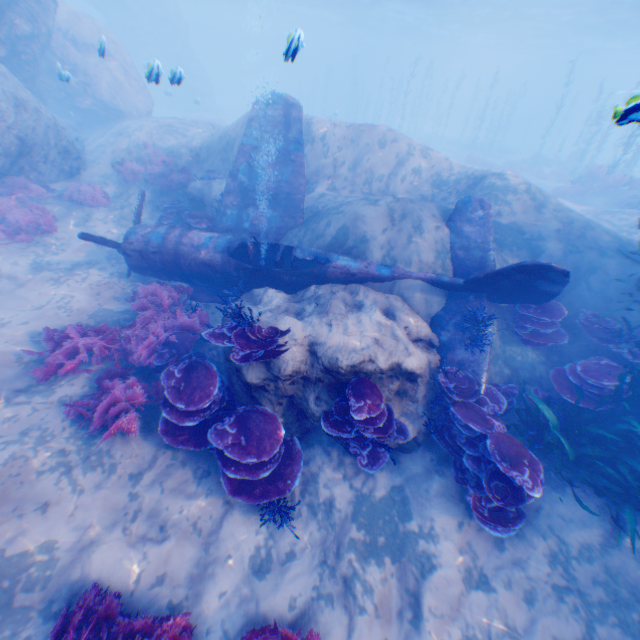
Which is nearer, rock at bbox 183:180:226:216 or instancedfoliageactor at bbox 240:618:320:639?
instancedfoliageactor at bbox 240:618:320:639

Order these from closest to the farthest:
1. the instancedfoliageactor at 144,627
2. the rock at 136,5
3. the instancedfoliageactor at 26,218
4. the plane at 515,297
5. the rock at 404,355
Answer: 1. the instancedfoliageactor at 144,627
2. the rock at 404,355
3. the plane at 515,297
4. the instancedfoliageactor at 26,218
5. the rock at 136,5

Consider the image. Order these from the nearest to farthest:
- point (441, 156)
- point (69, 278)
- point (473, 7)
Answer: point (69, 278) < point (441, 156) < point (473, 7)

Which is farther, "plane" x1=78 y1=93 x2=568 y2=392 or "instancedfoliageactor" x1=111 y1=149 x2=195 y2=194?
"instancedfoliageactor" x1=111 y1=149 x2=195 y2=194

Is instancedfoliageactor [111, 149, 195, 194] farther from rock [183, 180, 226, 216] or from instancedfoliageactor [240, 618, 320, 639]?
instancedfoliageactor [240, 618, 320, 639]

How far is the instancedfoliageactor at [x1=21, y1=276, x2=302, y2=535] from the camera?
5.3 meters

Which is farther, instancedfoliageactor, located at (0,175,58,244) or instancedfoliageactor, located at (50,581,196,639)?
instancedfoliageactor, located at (0,175,58,244)

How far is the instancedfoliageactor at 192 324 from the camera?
5.3 meters
